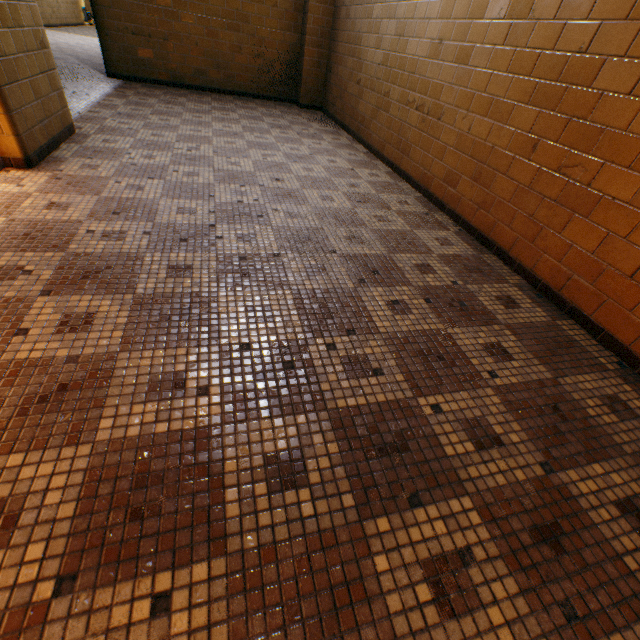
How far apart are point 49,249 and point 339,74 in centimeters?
570cm
